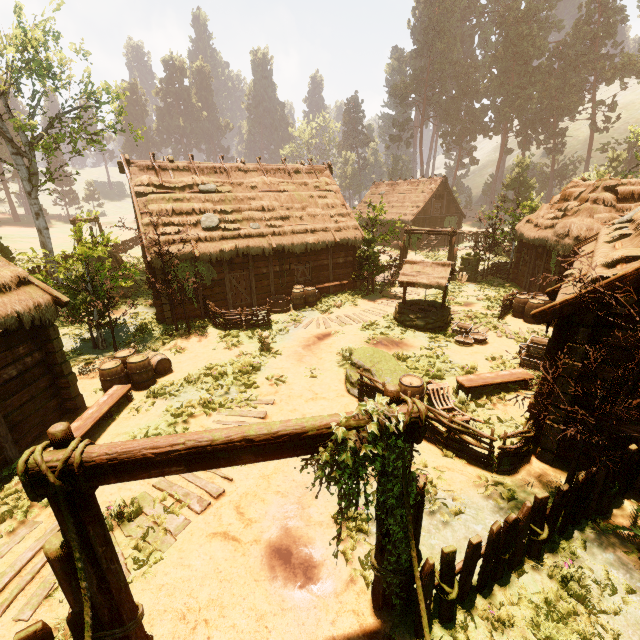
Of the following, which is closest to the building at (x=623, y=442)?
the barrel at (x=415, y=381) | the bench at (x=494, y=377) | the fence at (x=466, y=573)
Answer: the bench at (x=494, y=377)

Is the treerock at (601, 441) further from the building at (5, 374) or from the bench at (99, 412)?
the bench at (99, 412)

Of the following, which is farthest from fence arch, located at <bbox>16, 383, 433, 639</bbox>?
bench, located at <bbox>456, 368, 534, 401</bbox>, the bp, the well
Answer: the bp

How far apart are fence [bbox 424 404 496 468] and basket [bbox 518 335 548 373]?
5.37m

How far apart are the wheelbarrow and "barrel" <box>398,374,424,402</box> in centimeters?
23cm

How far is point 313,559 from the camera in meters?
5.5 m

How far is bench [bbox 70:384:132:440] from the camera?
7.9 meters

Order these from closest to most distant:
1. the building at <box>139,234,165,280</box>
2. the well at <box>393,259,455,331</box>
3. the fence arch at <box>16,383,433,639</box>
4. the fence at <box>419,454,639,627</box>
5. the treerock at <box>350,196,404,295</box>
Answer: the fence arch at <box>16,383,433,639</box> → the fence at <box>419,454,639,627</box> → the well at <box>393,259,455,331</box> → the building at <box>139,234,165,280</box> → the treerock at <box>350,196,404,295</box>
